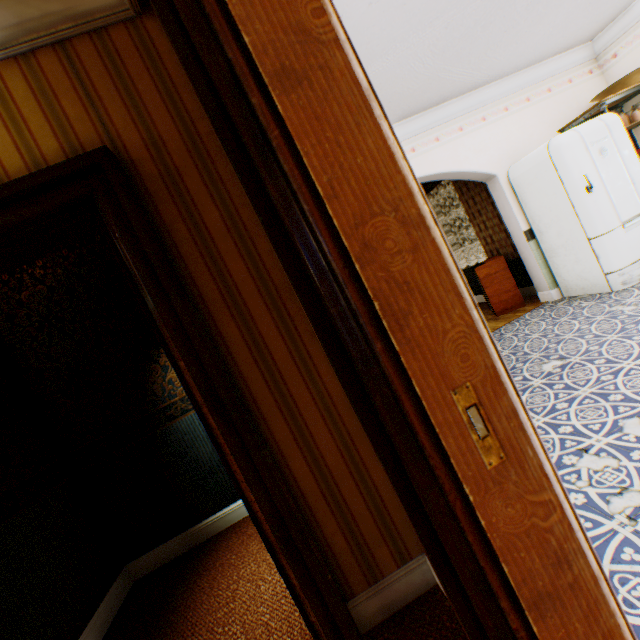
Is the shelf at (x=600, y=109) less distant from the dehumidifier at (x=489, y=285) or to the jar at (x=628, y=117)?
the jar at (x=628, y=117)

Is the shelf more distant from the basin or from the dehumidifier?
the dehumidifier

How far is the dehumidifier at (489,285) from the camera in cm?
516

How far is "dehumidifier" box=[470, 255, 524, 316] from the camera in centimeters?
516cm

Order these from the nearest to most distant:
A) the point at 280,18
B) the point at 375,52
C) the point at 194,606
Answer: the point at 280,18 → the point at 194,606 → the point at 375,52

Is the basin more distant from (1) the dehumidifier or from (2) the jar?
(1) the dehumidifier

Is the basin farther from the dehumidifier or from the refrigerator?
the dehumidifier

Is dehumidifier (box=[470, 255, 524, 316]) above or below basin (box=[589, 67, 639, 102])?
below
